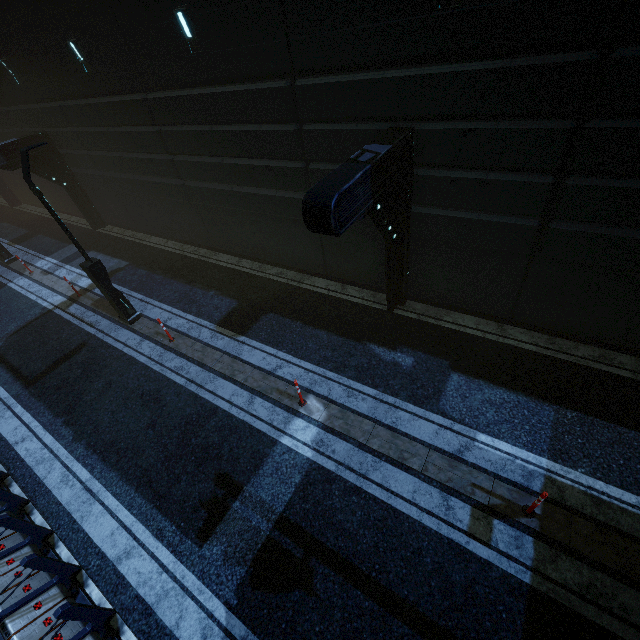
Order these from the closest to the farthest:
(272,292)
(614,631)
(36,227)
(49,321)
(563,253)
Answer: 1. (614,631)
2. (563,253)
3. (272,292)
4. (49,321)
5. (36,227)

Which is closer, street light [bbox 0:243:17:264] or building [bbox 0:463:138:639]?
building [bbox 0:463:138:639]

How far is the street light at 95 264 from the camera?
8.2 meters

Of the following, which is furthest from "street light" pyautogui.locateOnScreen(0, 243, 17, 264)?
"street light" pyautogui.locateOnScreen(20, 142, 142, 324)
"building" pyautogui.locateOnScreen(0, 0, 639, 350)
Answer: "street light" pyautogui.locateOnScreen(20, 142, 142, 324)

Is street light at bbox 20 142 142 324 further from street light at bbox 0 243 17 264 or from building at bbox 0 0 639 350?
street light at bbox 0 243 17 264

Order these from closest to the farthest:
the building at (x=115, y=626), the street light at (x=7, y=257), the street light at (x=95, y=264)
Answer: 1. the building at (x=115, y=626)
2. the street light at (x=95, y=264)
3. the street light at (x=7, y=257)

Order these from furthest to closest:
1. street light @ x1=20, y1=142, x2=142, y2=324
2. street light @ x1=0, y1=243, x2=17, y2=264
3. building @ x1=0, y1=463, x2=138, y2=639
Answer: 1. street light @ x1=0, y1=243, x2=17, y2=264
2. street light @ x1=20, y1=142, x2=142, y2=324
3. building @ x1=0, y1=463, x2=138, y2=639
